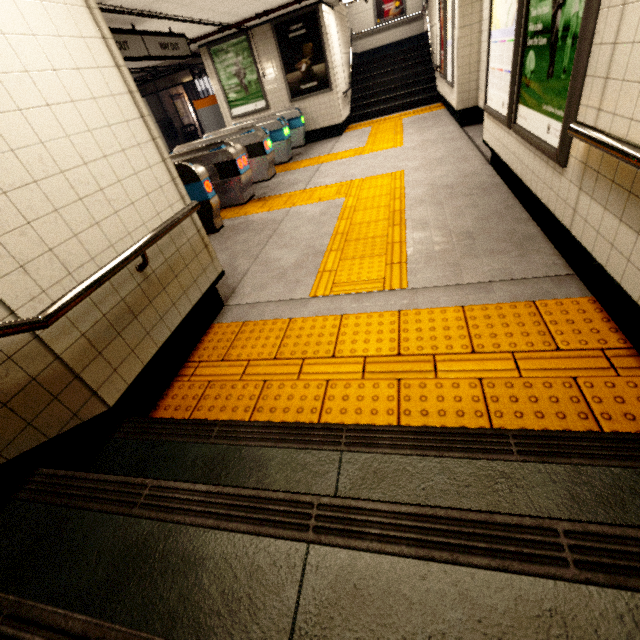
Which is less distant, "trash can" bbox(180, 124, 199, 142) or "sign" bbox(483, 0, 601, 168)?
"sign" bbox(483, 0, 601, 168)

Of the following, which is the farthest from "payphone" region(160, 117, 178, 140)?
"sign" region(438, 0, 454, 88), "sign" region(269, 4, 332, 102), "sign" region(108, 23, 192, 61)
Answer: "sign" region(438, 0, 454, 88)

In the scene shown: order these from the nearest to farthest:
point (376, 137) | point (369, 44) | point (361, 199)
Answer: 1. point (361, 199)
2. point (376, 137)
3. point (369, 44)

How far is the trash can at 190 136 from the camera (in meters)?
16.41

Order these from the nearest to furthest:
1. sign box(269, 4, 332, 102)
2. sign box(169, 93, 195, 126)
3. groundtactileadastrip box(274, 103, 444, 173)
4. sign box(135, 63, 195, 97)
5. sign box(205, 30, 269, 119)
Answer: groundtactileadastrip box(274, 103, 444, 173)
sign box(269, 4, 332, 102)
sign box(205, 30, 269, 119)
sign box(135, 63, 195, 97)
sign box(169, 93, 195, 126)

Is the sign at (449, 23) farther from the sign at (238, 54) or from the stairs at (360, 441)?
the stairs at (360, 441)

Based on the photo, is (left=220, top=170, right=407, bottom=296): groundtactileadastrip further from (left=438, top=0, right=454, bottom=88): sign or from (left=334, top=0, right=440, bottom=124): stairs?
(left=438, top=0, right=454, bottom=88): sign

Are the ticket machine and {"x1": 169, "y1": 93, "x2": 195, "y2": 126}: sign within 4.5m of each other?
no
